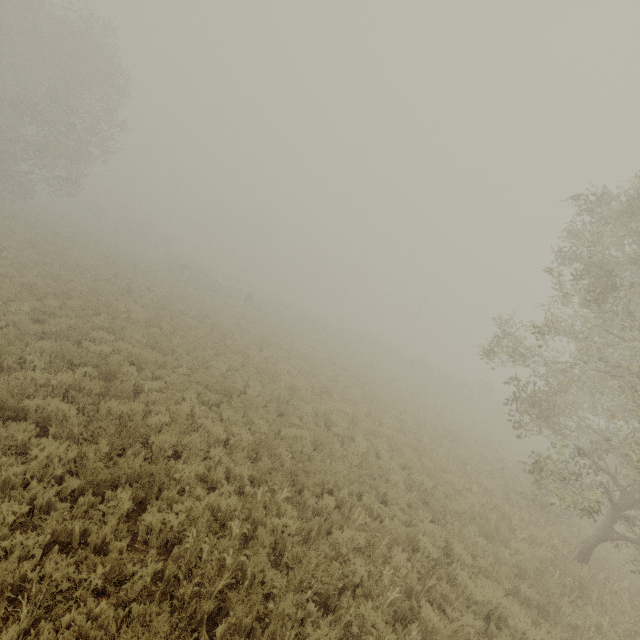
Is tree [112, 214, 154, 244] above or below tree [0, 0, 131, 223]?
below

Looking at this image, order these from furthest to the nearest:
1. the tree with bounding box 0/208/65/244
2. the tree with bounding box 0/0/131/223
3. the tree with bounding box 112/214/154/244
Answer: the tree with bounding box 112/214/154/244, the tree with bounding box 0/208/65/244, the tree with bounding box 0/0/131/223

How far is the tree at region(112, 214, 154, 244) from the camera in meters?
52.7 m

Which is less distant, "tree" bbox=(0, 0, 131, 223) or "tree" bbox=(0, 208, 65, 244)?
"tree" bbox=(0, 0, 131, 223)

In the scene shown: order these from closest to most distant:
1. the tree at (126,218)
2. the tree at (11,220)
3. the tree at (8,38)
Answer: the tree at (8,38)
the tree at (11,220)
the tree at (126,218)

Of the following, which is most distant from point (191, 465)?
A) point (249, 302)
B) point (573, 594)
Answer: point (249, 302)

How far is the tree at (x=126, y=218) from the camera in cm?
5267

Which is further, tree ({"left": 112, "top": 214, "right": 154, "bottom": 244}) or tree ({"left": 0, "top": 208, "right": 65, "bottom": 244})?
tree ({"left": 112, "top": 214, "right": 154, "bottom": 244})
